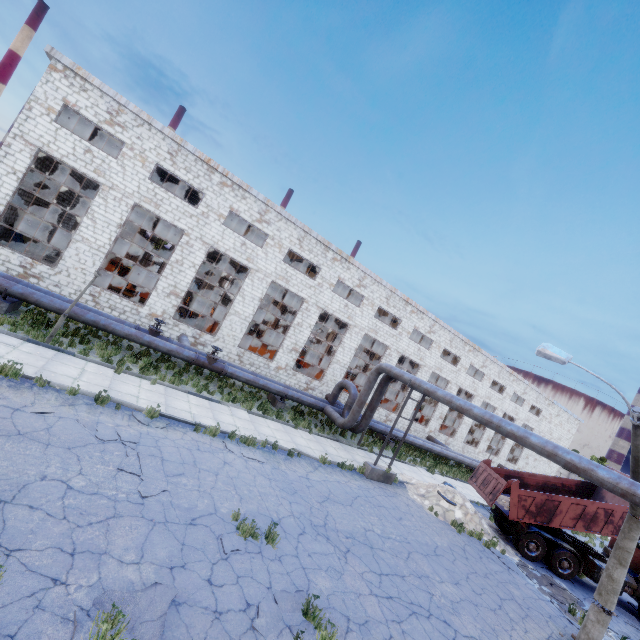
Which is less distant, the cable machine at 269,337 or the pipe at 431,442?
the pipe at 431,442

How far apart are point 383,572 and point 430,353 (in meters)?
23.05

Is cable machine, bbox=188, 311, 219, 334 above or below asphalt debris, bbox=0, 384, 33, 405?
above

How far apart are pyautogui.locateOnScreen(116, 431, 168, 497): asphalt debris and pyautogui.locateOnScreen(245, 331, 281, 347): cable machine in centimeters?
2510cm

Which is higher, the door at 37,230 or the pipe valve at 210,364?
the door at 37,230

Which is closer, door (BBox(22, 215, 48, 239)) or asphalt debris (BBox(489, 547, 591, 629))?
asphalt debris (BBox(489, 547, 591, 629))

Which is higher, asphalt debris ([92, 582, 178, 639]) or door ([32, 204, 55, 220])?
door ([32, 204, 55, 220])

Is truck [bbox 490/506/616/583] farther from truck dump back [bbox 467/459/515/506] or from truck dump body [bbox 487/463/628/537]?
truck dump back [bbox 467/459/515/506]
